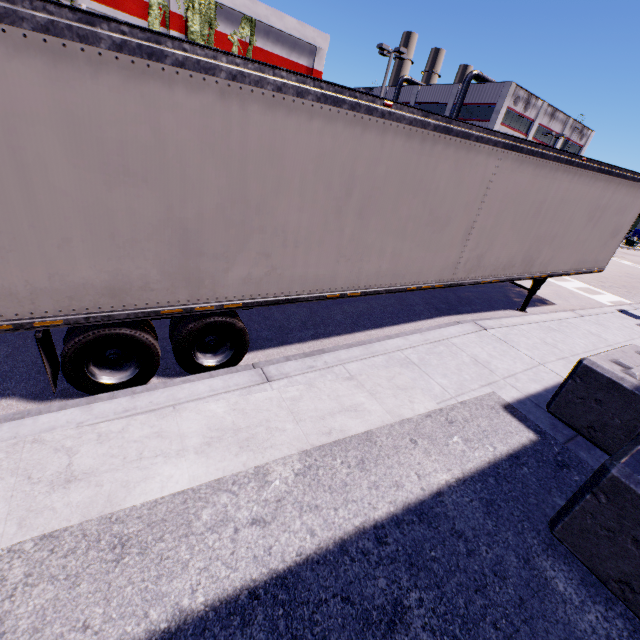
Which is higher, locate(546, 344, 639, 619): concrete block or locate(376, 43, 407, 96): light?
locate(376, 43, 407, 96): light

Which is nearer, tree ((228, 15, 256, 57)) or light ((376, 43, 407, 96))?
light ((376, 43, 407, 96))

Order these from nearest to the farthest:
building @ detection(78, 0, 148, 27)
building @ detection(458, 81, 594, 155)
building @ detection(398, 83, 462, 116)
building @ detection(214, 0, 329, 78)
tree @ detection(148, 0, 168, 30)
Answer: building @ detection(78, 0, 148, 27) → tree @ detection(148, 0, 168, 30) → building @ detection(214, 0, 329, 78) → building @ detection(458, 81, 594, 155) → building @ detection(398, 83, 462, 116)

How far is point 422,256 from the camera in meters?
5.9

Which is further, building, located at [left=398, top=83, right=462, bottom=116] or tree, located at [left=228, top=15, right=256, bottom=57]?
building, located at [left=398, top=83, right=462, bottom=116]

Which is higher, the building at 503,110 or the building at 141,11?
the building at 503,110

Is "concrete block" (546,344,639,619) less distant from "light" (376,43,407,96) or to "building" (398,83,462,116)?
"building" (398,83,462,116)

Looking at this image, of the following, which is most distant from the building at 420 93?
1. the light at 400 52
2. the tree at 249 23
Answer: the light at 400 52
